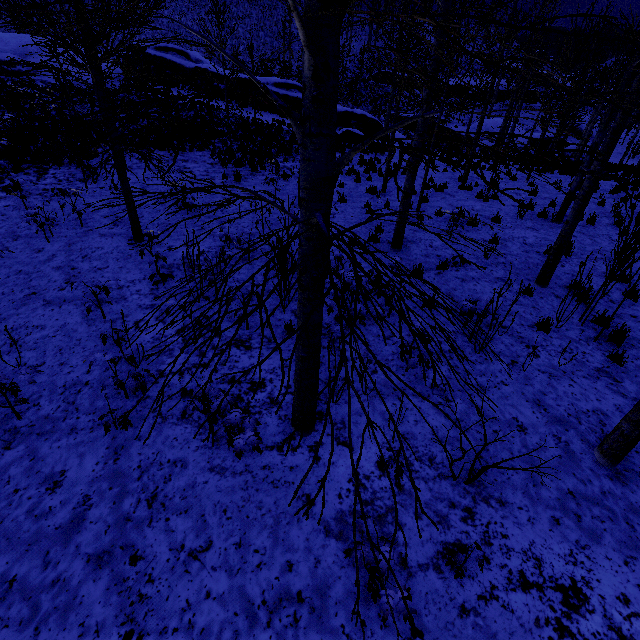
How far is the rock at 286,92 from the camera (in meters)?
25.33

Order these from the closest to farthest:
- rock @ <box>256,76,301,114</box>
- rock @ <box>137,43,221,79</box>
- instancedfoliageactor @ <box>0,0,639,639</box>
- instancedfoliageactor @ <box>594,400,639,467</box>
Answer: instancedfoliageactor @ <box>0,0,639,639</box> < instancedfoliageactor @ <box>594,400,639,467</box> < rock @ <box>256,76,301,114</box> < rock @ <box>137,43,221,79</box>

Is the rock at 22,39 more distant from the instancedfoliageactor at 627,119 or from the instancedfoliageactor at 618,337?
the instancedfoliageactor at 618,337

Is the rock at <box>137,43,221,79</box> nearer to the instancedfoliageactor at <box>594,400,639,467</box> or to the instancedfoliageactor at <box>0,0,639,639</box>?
the instancedfoliageactor at <box>0,0,639,639</box>

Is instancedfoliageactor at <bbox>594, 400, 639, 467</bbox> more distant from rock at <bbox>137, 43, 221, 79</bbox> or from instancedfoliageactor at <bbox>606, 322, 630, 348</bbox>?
rock at <bbox>137, 43, 221, 79</bbox>

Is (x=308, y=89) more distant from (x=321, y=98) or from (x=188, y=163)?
(x=188, y=163)

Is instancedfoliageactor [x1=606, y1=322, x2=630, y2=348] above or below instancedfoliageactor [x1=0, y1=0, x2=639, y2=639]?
below

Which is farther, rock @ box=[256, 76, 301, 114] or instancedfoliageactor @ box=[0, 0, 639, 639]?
rock @ box=[256, 76, 301, 114]
